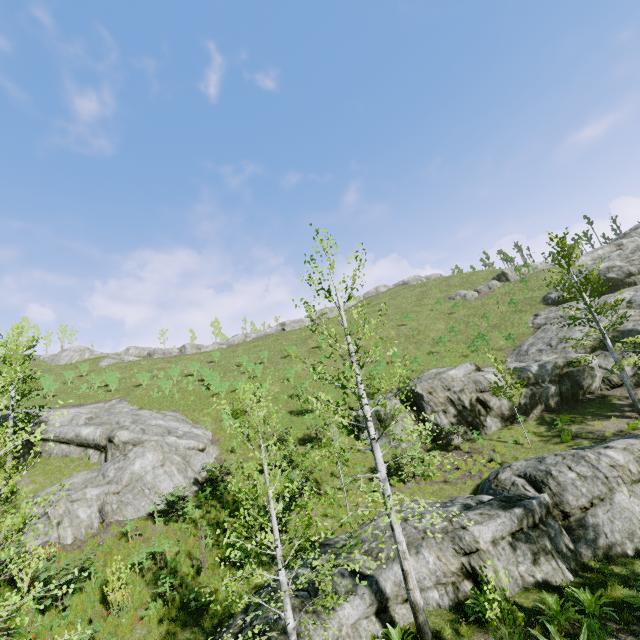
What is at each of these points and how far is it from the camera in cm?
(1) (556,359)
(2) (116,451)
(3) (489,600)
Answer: (1) rock, 2081
(2) rock, 1941
(3) instancedfoliageactor, 733

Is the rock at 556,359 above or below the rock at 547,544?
above

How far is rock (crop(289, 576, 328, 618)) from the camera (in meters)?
8.95

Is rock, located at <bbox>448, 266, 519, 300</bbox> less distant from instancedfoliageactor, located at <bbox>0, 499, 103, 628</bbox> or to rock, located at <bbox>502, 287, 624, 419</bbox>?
rock, located at <bbox>502, 287, 624, 419</bbox>

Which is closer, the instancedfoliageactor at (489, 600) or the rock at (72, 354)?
the instancedfoliageactor at (489, 600)

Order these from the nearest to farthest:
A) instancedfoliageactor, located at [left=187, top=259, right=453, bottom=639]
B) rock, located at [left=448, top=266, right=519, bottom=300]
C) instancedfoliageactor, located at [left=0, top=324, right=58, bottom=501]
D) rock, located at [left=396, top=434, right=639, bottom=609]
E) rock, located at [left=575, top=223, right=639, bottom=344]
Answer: instancedfoliageactor, located at [left=0, top=324, right=58, bottom=501] < instancedfoliageactor, located at [left=187, top=259, right=453, bottom=639] < rock, located at [left=396, top=434, right=639, bottom=609] < rock, located at [left=575, top=223, right=639, bottom=344] < rock, located at [left=448, top=266, right=519, bottom=300]

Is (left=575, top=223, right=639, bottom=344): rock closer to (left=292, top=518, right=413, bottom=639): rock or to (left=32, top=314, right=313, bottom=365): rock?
(left=32, top=314, right=313, bottom=365): rock

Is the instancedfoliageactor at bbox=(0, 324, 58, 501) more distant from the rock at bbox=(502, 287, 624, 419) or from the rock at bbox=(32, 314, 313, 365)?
the rock at bbox=(32, 314, 313, 365)
